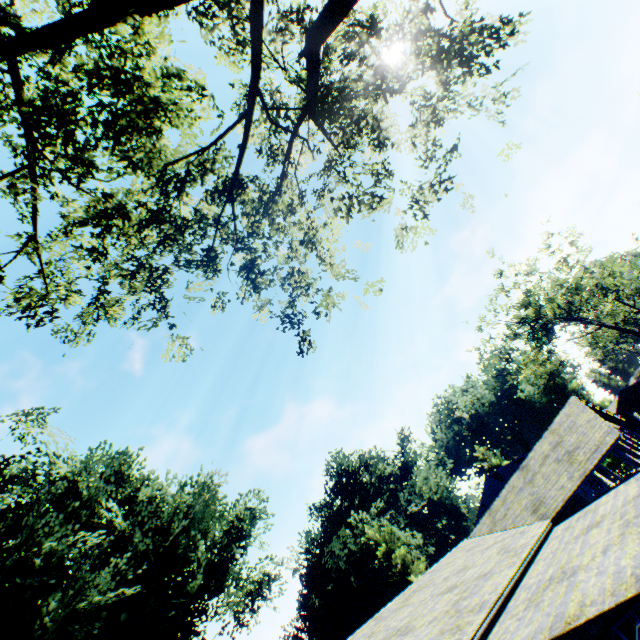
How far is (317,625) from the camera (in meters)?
40.56

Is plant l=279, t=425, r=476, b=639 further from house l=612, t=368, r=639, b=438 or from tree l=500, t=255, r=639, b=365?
tree l=500, t=255, r=639, b=365

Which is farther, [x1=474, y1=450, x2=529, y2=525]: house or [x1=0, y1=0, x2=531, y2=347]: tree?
[x1=474, y1=450, x2=529, y2=525]: house

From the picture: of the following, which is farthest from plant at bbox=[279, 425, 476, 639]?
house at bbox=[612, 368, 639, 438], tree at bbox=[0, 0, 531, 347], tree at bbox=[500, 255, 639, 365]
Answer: tree at bbox=[500, 255, 639, 365]

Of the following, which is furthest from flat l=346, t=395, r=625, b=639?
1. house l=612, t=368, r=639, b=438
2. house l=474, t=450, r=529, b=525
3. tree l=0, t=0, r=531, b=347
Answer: house l=612, t=368, r=639, b=438

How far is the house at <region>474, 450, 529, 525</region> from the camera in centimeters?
3381cm

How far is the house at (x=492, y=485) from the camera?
33.8m

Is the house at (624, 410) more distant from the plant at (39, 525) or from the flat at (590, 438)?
the flat at (590, 438)
